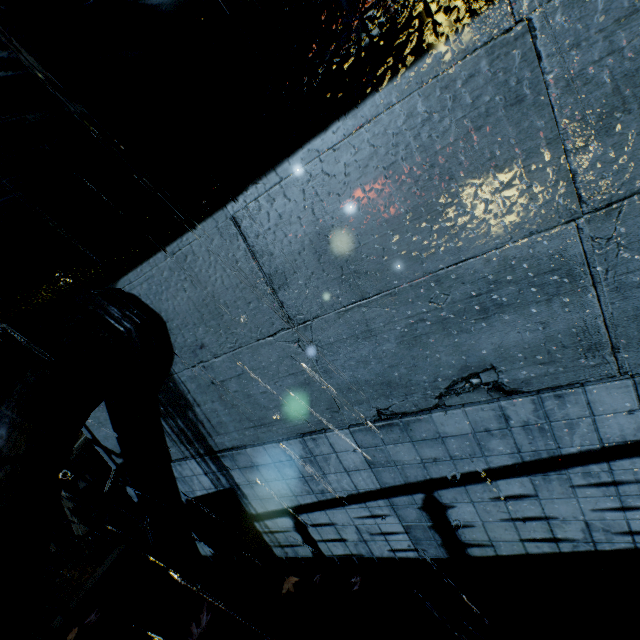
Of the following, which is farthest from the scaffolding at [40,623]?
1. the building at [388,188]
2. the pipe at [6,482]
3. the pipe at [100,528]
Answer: the pipe at [100,528]

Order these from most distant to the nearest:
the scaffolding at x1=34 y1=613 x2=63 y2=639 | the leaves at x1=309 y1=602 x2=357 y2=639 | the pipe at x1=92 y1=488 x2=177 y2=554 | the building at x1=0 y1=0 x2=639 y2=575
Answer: the pipe at x1=92 y1=488 x2=177 y2=554 → the leaves at x1=309 y1=602 x2=357 y2=639 → the scaffolding at x1=34 y1=613 x2=63 y2=639 → the building at x1=0 y1=0 x2=639 y2=575

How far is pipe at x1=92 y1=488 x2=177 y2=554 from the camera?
5.5 meters

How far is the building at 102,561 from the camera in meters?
5.7

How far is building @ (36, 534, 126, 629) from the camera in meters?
5.7

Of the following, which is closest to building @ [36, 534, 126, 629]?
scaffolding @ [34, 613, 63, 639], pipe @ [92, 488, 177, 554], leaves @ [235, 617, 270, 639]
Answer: pipe @ [92, 488, 177, 554]

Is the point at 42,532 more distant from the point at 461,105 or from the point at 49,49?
the point at 461,105
